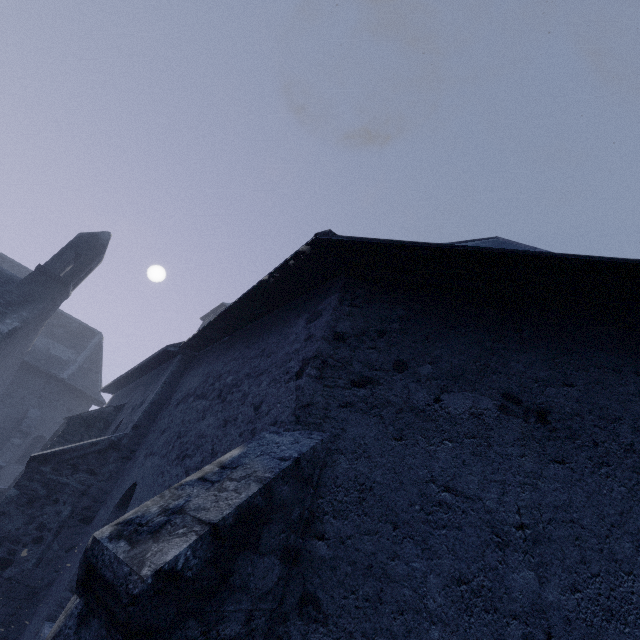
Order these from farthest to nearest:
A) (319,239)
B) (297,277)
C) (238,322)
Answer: (238,322)
(297,277)
(319,239)
